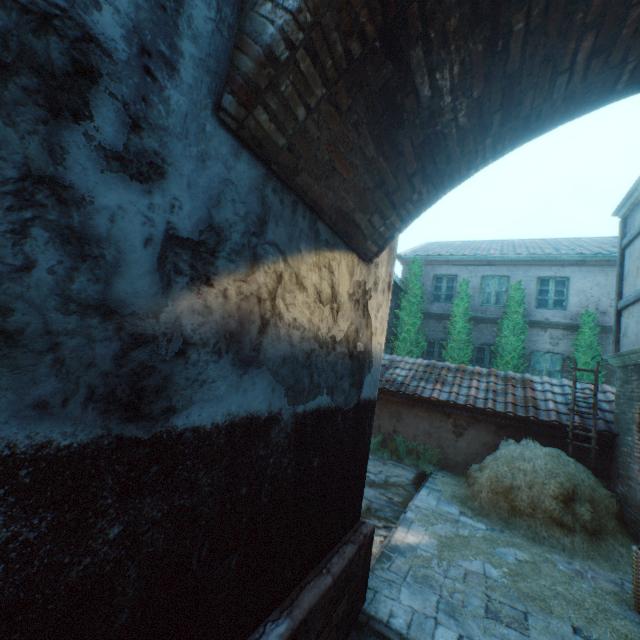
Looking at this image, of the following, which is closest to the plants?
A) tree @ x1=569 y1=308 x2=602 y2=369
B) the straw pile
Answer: the straw pile

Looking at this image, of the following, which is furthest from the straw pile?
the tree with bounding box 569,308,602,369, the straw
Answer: the tree with bounding box 569,308,602,369

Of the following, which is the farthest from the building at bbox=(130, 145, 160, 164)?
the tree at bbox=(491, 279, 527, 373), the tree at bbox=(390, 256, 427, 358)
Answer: the tree at bbox=(491, 279, 527, 373)

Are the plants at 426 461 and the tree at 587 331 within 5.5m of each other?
no

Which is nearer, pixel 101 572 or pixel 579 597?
pixel 101 572

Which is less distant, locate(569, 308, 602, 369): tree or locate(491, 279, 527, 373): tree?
locate(569, 308, 602, 369): tree

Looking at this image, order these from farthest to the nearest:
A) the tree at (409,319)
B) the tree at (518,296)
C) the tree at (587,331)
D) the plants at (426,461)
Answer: the tree at (409,319)
the tree at (518,296)
the tree at (587,331)
the plants at (426,461)

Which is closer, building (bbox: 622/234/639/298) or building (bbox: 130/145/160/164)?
building (bbox: 130/145/160/164)
